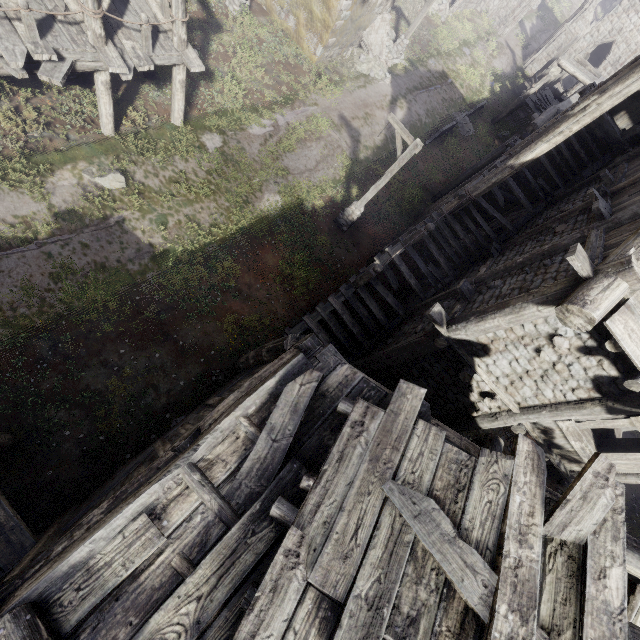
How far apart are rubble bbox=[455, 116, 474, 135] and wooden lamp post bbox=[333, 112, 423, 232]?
12.9 meters

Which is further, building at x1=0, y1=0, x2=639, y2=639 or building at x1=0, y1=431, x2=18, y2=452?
building at x1=0, y1=431, x2=18, y2=452

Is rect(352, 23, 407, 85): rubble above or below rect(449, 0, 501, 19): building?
below

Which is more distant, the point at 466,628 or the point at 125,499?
the point at 125,499

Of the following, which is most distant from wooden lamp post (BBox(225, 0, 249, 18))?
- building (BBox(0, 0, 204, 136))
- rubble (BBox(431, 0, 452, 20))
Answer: rubble (BBox(431, 0, 452, 20))

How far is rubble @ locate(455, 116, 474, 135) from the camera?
22.3m

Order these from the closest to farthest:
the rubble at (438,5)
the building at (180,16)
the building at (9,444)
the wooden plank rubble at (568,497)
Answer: the wooden plank rubble at (568,497)
the building at (9,444)
the building at (180,16)
the rubble at (438,5)

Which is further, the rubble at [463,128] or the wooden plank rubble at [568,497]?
the rubble at [463,128]
